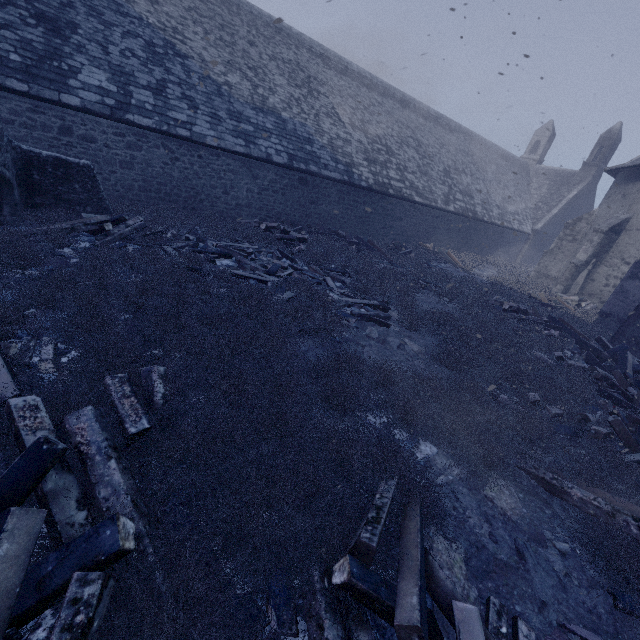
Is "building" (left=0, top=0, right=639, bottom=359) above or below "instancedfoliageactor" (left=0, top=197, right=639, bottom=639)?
above

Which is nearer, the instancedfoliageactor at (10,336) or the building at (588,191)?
the instancedfoliageactor at (10,336)

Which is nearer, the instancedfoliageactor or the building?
the instancedfoliageactor

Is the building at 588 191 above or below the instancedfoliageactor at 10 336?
above

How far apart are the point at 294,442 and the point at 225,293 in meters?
3.8 m
